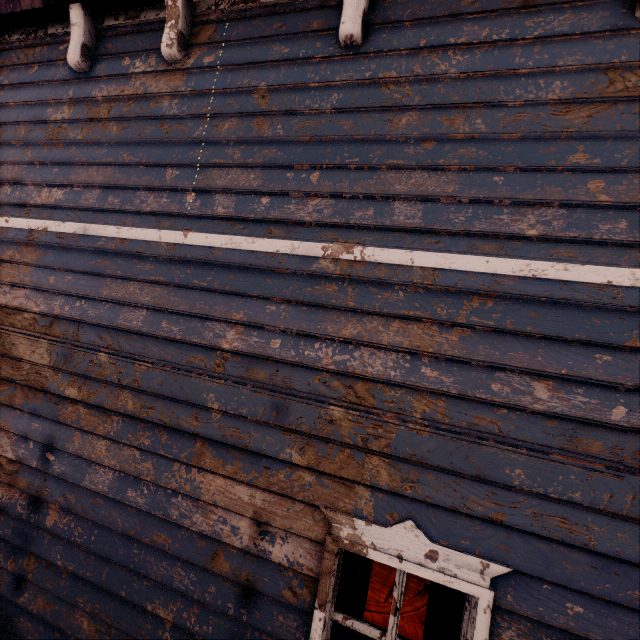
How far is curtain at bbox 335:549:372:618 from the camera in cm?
209

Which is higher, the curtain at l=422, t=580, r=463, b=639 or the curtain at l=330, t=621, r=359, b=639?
the curtain at l=422, t=580, r=463, b=639

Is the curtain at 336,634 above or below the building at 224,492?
below

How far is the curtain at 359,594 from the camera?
2.09m

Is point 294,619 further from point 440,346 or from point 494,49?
point 494,49

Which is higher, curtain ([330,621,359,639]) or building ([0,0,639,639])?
building ([0,0,639,639])

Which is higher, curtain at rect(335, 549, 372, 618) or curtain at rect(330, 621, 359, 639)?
curtain at rect(335, 549, 372, 618)
